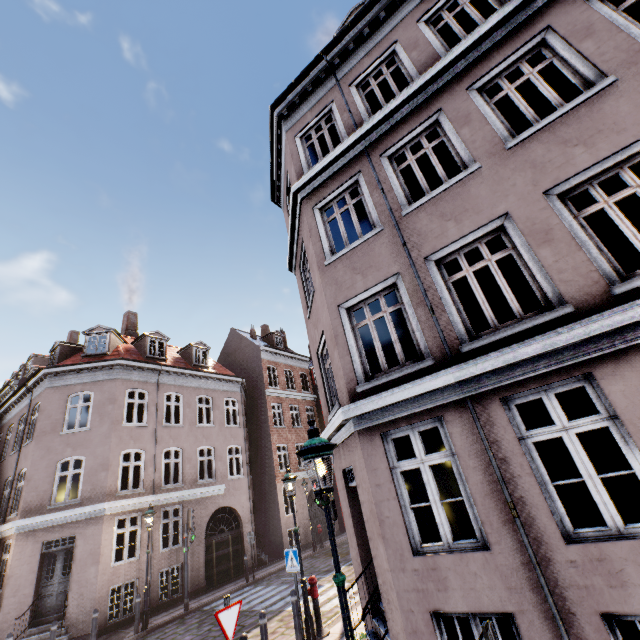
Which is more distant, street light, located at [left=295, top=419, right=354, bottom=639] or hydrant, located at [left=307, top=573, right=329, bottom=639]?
hydrant, located at [left=307, top=573, right=329, bottom=639]

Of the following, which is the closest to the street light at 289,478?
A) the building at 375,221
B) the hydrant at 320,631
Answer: the hydrant at 320,631

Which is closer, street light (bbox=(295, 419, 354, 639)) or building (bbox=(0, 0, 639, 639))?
street light (bbox=(295, 419, 354, 639))

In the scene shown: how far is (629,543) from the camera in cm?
353

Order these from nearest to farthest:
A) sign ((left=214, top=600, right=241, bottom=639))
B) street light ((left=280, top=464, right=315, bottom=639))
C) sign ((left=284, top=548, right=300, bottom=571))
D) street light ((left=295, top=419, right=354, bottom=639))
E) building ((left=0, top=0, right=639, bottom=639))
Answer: street light ((left=295, top=419, right=354, bottom=639)) < building ((left=0, top=0, right=639, bottom=639)) < sign ((left=214, top=600, right=241, bottom=639)) < street light ((left=280, top=464, right=315, bottom=639)) < sign ((left=284, top=548, right=300, bottom=571))

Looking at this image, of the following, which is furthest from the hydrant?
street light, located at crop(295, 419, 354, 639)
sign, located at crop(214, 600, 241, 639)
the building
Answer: sign, located at crop(214, 600, 241, 639)

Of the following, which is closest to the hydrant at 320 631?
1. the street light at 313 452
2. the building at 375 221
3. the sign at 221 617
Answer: the street light at 313 452

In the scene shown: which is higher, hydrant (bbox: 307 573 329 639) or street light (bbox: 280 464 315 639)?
street light (bbox: 280 464 315 639)
